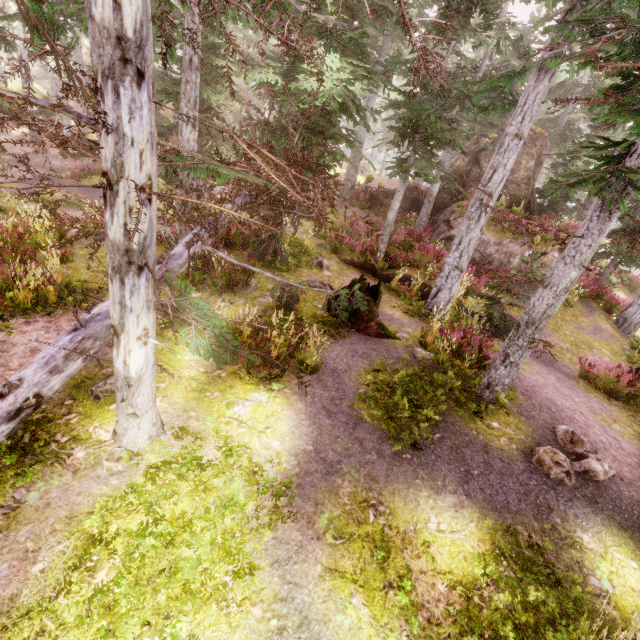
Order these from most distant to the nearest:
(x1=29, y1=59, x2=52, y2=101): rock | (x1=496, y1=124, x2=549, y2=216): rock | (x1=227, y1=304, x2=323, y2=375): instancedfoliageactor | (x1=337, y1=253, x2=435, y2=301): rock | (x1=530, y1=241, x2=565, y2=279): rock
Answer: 1. (x1=29, y1=59, x2=52, y2=101): rock
2. (x1=496, y1=124, x2=549, y2=216): rock
3. (x1=530, y1=241, x2=565, y2=279): rock
4. (x1=337, y1=253, x2=435, y2=301): rock
5. (x1=227, y1=304, x2=323, y2=375): instancedfoliageactor

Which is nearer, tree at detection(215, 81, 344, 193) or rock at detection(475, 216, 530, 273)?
tree at detection(215, 81, 344, 193)

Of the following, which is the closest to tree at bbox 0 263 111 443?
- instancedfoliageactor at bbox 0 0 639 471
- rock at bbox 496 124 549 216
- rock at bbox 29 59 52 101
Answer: instancedfoliageactor at bbox 0 0 639 471

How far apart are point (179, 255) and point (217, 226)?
1.6m

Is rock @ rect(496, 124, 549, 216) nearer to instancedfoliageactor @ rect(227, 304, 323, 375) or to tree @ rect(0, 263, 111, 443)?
instancedfoliageactor @ rect(227, 304, 323, 375)

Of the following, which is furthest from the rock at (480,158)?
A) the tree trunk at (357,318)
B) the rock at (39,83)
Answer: the rock at (39,83)

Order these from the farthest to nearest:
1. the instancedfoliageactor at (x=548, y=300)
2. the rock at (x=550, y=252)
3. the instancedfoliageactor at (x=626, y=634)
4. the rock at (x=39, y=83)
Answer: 1. the rock at (x=39, y=83)
2. the rock at (x=550, y=252)
3. the instancedfoliageactor at (x=626, y=634)
4. the instancedfoliageactor at (x=548, y=300)

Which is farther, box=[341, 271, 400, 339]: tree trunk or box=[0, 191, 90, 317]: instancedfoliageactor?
box=[341, 271, 400, 339]: tree trunk
